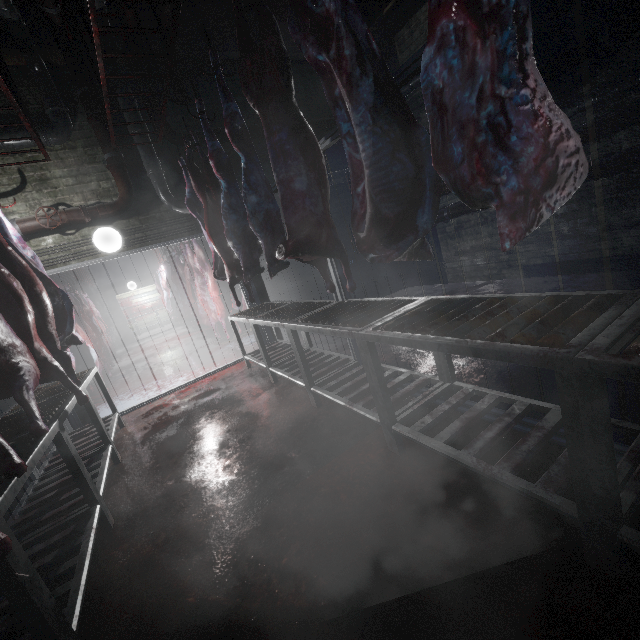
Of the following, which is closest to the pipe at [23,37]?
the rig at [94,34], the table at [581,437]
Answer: the rig at [94,34]

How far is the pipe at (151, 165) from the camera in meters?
4.1 m

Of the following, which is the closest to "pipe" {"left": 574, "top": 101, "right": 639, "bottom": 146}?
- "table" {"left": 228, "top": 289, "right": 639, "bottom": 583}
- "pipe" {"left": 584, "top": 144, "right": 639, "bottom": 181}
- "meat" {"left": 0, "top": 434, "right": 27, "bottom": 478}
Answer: "pipe" {"left": 584, "top": 144, "right": 639, "bottom": 181}

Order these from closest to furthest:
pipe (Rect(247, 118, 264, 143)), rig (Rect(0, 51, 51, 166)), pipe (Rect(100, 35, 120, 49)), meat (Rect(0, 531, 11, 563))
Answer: meat (Rect(0, 531, 11, 563))
rig (Rect(0, 51, 51, 166))
pipe (Rect(100, 35, 120, 49))
pipe (Rect(247, 118, 264, 143))

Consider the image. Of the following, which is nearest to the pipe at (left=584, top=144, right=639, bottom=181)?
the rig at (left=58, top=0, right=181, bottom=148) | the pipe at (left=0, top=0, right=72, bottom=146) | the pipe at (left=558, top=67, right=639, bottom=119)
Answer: the pipe at (left=558, top=67, right=639, bottom=119)

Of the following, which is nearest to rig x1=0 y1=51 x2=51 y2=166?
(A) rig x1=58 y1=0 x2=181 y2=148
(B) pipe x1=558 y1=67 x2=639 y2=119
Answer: (A) rig x1=58 y1=0 x2=181 y2=148

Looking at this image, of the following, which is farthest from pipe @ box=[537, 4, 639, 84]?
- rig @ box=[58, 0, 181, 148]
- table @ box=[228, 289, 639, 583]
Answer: table @ box=[228, 289, 639, 583]

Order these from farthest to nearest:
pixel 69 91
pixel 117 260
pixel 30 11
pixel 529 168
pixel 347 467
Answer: pixel 117 260
pixel 69 91
pixel 30 11
pixel 347 467
pixel 529 168
